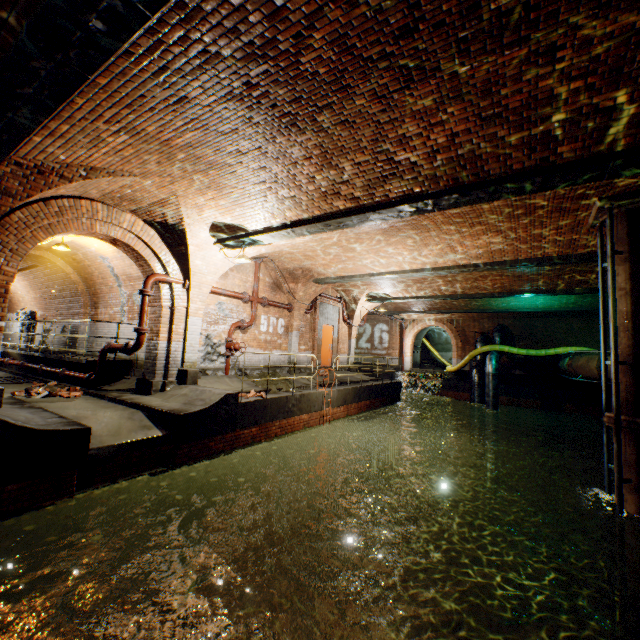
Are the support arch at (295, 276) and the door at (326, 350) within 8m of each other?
yes

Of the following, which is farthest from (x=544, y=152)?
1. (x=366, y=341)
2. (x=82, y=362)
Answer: (x=366, y=341)

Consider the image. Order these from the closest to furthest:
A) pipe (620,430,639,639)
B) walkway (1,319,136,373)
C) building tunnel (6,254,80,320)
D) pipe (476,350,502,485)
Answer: pipe (620,430,639,639) < walkway (1,319,136,373) < building tunnel (6,254,80,320) < pipe (476,350,502,485)

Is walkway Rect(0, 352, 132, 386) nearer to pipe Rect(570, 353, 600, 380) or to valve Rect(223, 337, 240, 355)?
valve Rect(223, 337, 240, 355)

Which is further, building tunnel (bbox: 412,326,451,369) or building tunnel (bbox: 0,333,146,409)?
building tunnel (bbox: 412,326,451,369)

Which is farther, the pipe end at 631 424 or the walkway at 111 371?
the walkway at 111 371

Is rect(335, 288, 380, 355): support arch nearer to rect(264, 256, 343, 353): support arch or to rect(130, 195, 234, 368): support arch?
rect(264, 256, 343, 353): support arch

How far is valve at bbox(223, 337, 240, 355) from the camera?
10.62m
